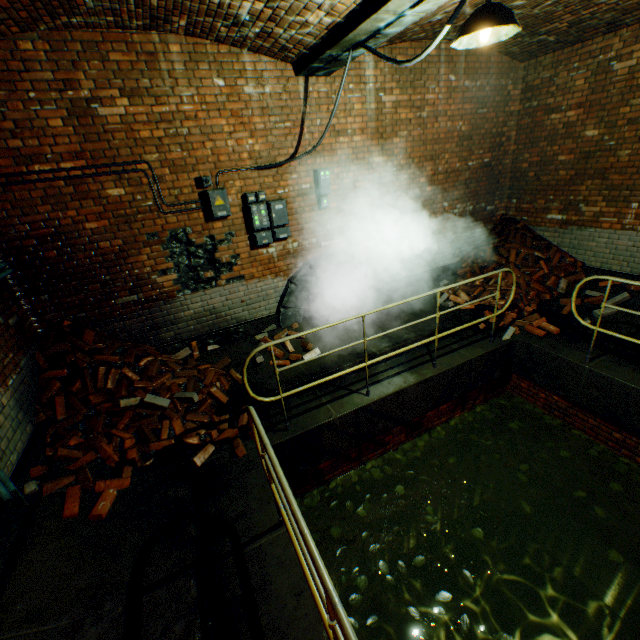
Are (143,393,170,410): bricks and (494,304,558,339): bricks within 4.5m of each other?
no

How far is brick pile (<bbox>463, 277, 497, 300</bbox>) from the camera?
6.7m

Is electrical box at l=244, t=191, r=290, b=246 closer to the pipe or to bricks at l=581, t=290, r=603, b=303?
the pipe

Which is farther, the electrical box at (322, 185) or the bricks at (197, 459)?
the electrical box at (322, 185)

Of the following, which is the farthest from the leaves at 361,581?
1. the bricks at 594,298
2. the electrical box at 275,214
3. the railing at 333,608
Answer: the electrical box at 275,214

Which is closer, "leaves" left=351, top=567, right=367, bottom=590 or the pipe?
the pipe

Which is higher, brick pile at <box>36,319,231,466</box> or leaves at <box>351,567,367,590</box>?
brick pile at <box>36,319,231,466</box>

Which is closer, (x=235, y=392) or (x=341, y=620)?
(x=341, y=620)
